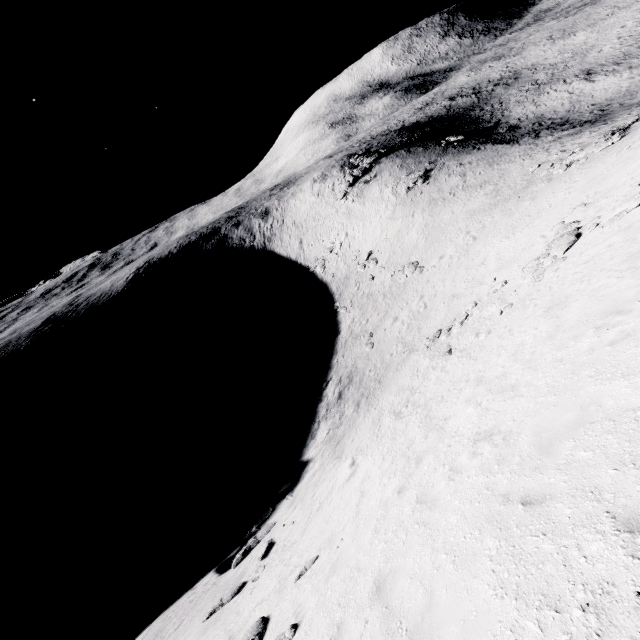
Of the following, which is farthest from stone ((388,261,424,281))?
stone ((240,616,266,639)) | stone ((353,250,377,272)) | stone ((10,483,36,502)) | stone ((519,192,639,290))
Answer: stone ((10,483,36,502))

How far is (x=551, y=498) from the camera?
4.7m

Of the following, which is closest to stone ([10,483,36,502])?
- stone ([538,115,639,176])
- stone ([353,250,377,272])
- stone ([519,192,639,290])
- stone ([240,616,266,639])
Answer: stone ([240,616,266,639])

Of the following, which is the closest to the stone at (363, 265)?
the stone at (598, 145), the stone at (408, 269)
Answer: the stone at (408, 269)

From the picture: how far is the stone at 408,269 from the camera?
34.9 meters

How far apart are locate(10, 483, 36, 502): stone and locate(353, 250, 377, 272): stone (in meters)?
45.37

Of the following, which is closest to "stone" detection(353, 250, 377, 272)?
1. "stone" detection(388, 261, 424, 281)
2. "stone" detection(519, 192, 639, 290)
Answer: "stone" detection(388, 261, 424, 281)

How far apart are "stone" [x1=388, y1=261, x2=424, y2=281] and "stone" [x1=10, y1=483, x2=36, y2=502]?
46.6 meters
